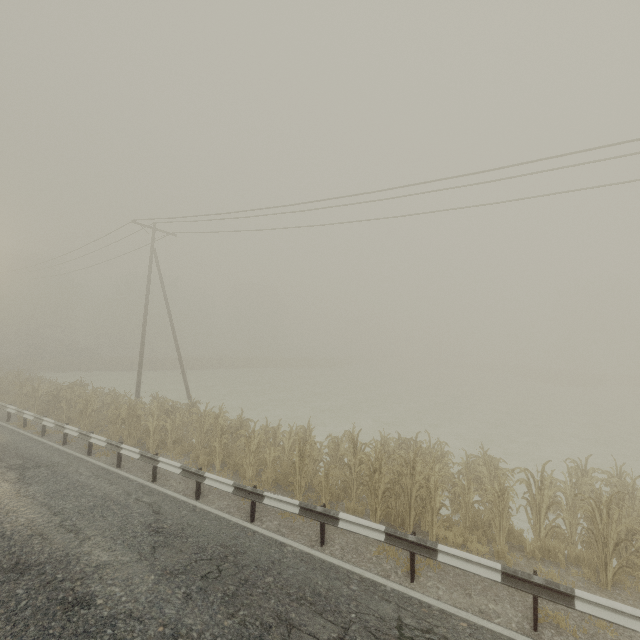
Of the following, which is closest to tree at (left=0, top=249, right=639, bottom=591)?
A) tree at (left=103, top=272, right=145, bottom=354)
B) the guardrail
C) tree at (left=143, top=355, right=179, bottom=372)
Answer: the guardrail

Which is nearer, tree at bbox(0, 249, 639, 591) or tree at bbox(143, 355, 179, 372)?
tree at bbox(0, 249, 639, 591)

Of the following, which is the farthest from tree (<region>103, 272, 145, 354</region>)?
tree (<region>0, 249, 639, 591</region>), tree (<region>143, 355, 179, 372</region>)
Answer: tree (<region>0, 249, 639, 591</region>)

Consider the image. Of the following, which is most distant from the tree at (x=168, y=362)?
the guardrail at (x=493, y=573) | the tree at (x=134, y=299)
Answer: the guardrail at (x=493, y=573)

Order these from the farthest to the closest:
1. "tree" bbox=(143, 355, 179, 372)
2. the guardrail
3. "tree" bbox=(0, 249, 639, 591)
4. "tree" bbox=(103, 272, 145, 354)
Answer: "tree" bbox=(103, 272, 145, 354), "tree" bbox=(143, 355, 179, 372), "tree" bbox=(0, 249, 639, 591), the guardrail

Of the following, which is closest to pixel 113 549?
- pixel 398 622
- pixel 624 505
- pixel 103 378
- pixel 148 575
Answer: pixel 148 575

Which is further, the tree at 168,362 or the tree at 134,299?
the tree at 134,299

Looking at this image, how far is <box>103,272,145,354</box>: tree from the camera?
55.56m
